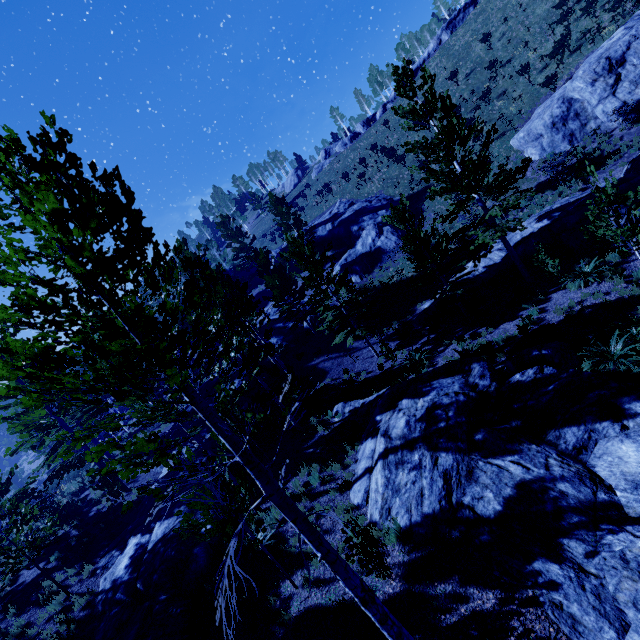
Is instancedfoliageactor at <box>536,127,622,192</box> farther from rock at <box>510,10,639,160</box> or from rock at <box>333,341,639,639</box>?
rock at <box>510,10,639,160</box>

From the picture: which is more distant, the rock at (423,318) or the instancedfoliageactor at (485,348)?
the rock at (423,318)

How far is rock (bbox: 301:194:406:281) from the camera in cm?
3000

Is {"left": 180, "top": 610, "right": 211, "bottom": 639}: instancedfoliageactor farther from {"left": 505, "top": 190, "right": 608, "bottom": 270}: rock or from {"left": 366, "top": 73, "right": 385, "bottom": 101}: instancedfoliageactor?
{"left": 366, "top": 73, "right": 385, "bottom": 101}: instancedfoliageactor

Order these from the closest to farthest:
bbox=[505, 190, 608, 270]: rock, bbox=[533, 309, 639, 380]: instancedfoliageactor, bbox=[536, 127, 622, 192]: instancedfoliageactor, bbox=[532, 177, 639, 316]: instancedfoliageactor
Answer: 1. bbox=[533, 309, 639, 380]: instancedfoliageactor
2. bbox=[532, 177, 639, 316]: instancedfoliageactor
3. bbox=[536, 127, 622, 192]: instancedfoliageactor
4. bbox=[505, 190, 608, 270]: rock

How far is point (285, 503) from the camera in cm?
429

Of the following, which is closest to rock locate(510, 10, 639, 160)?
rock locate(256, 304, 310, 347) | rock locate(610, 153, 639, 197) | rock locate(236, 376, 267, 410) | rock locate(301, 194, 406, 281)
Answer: rock locate(610, 153, 639, 197)

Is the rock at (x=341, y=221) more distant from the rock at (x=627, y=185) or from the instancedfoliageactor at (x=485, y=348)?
the rock at (x=627, y=185)
